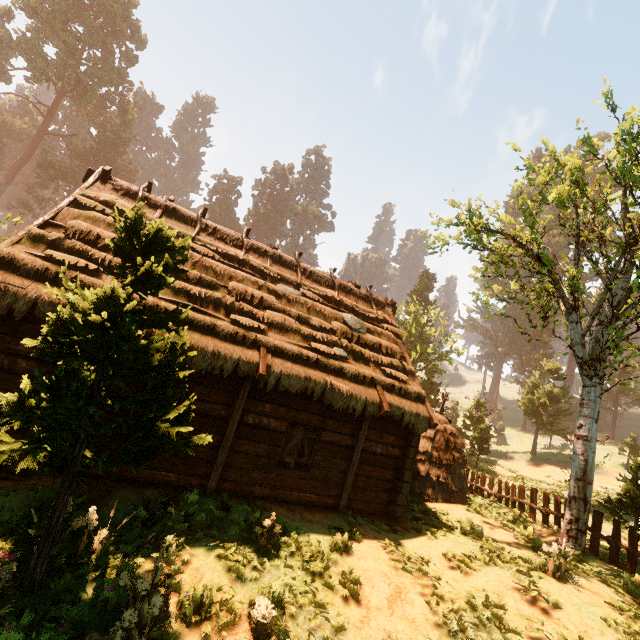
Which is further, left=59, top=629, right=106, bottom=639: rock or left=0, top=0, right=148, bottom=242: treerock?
left=0, top=0, right=148, bottom=242: treerock

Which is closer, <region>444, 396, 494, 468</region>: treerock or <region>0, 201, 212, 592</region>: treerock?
<region>0, 201, 212, 592</region>: treerock

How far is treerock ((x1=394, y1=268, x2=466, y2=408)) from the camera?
31.8 meters

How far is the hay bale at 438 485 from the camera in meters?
11.7 m

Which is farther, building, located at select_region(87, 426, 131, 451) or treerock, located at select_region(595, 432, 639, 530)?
treerock, located at select_region(595, 432, 639, 530)

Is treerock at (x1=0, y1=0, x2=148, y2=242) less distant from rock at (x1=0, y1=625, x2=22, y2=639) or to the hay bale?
rock at (x1=0, y1=625, x2=22, y2=639)

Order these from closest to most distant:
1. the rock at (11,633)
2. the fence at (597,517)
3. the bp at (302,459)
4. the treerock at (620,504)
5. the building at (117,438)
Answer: the rock at (11,633), the building at (117,438), the bp at (302,459), the fence at (597,517), the treerock at (620,504)

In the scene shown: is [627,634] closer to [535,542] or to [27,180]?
[535,542]
